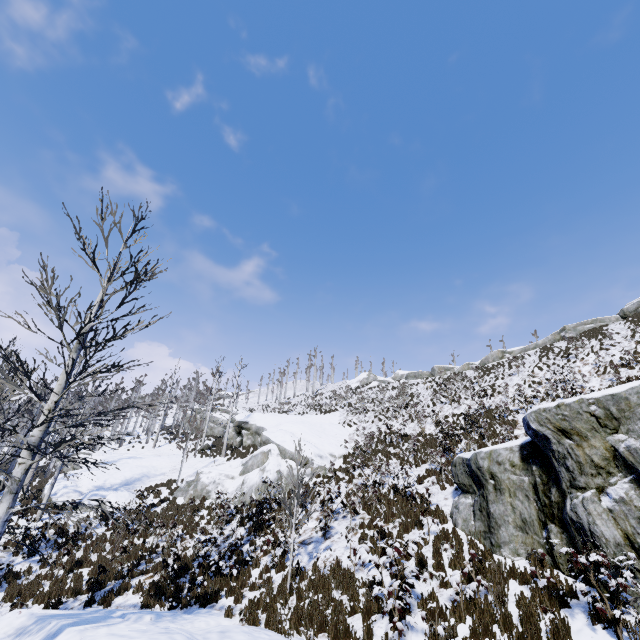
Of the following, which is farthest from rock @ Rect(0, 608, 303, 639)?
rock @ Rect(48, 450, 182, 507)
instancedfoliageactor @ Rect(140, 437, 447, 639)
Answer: rock @ Rect(48, 450, 182, 507)

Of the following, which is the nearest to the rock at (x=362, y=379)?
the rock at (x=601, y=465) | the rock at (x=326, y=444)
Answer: the rock at (x=326, y=444)

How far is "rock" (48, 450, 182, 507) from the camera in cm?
1950

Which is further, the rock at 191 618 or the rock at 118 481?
the rock at 118 481

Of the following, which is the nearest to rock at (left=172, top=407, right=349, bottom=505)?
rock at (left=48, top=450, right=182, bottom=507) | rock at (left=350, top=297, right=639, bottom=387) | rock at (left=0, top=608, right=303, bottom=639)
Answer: rock at (left=48, top=450, right=182, bottom=507)

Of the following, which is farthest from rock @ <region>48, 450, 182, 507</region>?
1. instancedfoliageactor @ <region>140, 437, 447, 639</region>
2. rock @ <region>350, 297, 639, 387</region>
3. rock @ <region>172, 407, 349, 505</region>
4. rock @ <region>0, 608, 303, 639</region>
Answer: rock @ <region>350, 297, 639, 387</region>

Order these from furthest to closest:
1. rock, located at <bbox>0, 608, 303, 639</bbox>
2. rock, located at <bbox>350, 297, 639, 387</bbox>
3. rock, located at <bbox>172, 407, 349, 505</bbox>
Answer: rock, located at <bbox>350, 297, 639, 387</bbox> < rock, located at <bbox>172, 407, 349, 505</bbox> < rock, located at <bbox>0, 608, 303, 639</bbox>

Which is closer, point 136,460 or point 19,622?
point 19,622
